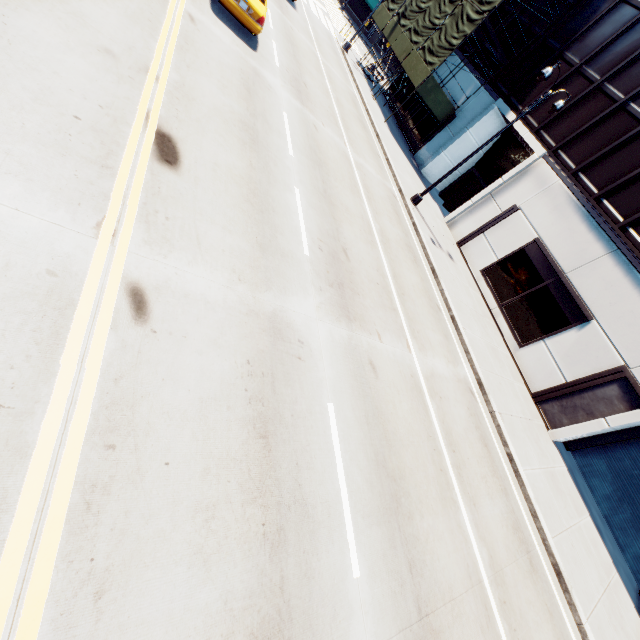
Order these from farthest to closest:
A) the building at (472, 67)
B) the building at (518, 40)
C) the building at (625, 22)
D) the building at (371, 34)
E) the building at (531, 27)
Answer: the building at (371, 34)
the building at (472, 67)
the building at (518, 40)
the building at (531, 27)
the building at (625, 22)

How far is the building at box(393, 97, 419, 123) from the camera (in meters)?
27.06

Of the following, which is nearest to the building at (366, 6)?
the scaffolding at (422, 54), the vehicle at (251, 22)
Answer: the scaffolding at (422, 54)

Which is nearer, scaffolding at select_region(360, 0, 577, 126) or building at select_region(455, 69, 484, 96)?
scaffolding at select_region(360, 0, 577, 126)

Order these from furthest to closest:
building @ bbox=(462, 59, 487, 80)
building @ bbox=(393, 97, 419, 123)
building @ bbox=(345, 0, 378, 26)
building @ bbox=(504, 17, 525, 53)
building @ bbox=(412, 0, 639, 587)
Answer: building @ bbox=(345, 0, 378, 26) → building @ bbox=(393, 97, 419, 123) → building @ bbox=(462, 59, 487, 80) → building @ bbox=(504, 17, 525, 53) → building @ bbox=(412, 0, 639, 587)

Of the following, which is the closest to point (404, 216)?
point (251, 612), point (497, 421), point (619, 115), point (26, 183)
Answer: point (497, 421)

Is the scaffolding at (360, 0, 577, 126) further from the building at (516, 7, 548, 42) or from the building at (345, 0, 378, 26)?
the building at (345, 0, 378, 26)

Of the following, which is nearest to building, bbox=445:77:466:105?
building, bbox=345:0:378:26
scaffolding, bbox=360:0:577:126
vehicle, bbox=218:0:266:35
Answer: scaffolding, bbox=360:0:577:126
